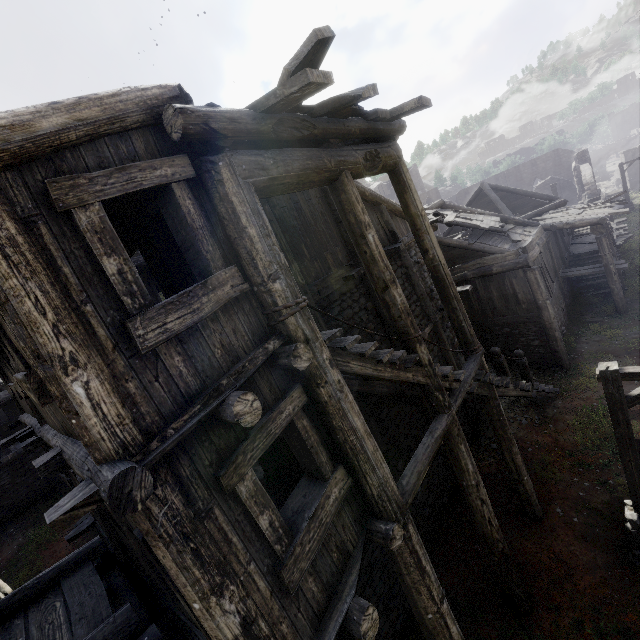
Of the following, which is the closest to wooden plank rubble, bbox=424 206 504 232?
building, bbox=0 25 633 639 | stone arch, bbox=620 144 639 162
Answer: building, bbox=0 25 633 639

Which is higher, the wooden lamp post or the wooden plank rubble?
the wooden plank rubble

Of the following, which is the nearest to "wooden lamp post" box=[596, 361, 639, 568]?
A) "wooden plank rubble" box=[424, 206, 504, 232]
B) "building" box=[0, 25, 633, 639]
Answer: "building" box=[0, 25, 633, 639]

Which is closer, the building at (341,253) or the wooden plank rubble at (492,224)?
the building at (341,253)

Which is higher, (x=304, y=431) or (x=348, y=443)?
(x=304, y=431)

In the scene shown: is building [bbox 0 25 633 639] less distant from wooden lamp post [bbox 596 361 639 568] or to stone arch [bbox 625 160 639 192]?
wooden lamp post [bbox 596 361 639 568]

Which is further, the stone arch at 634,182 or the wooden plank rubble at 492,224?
the stone arch at 634,182

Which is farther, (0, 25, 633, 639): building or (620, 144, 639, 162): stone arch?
(620, 144, 639, 162): stone arch
